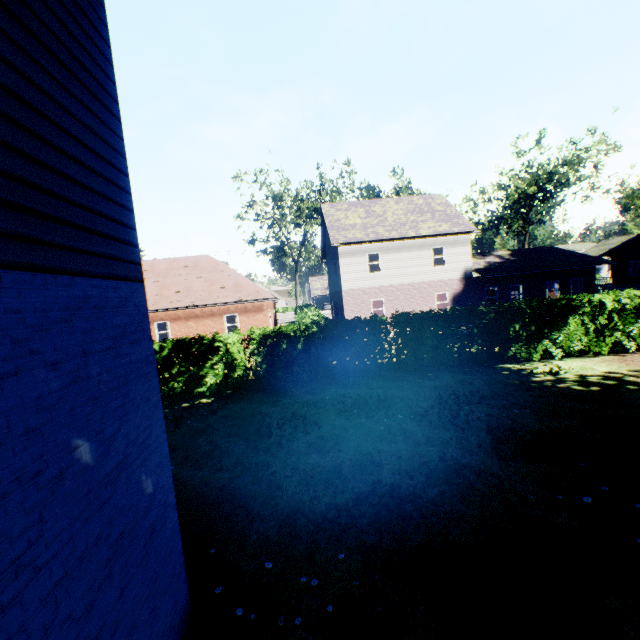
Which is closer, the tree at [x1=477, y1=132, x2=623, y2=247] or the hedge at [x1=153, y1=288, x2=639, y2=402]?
the hedge at [x1=153, y1=288, x2=639, y2=402]

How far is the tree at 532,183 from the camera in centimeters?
3322cm

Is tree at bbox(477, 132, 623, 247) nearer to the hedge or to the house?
the hedge

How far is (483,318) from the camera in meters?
11.6 m

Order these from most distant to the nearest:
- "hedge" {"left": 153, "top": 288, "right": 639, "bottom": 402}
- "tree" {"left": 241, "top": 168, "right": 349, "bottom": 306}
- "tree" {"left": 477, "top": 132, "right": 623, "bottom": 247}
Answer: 1. "tree" {"left": 241, "top": 168, "right": 349, "bottom": 306}
2. "tree" {"left": 477, "top": 132, "right": 623, "bottom": 247}
3. "hedge" {"left": 153, "top": 288, "right": 639, "bottom": 402}

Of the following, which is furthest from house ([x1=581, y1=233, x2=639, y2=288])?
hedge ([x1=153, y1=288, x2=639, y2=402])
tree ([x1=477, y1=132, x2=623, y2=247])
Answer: tree ([x1=477, y1=132, x2=623, y2=247])

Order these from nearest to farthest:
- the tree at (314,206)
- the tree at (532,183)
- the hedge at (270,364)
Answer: the hedge at (270,364) < the tree at (532,183) < the tree at (314,206)
